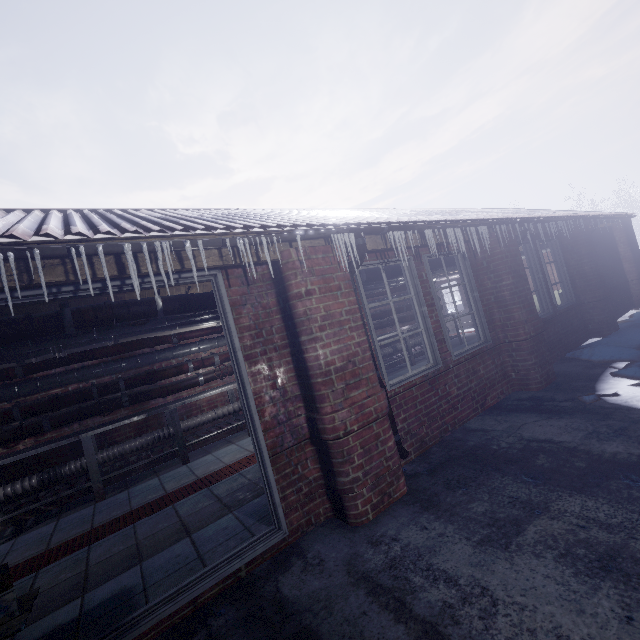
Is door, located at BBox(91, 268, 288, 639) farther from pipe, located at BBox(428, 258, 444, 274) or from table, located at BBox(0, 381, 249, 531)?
table, located at BBox(0, 381, 249, 531)

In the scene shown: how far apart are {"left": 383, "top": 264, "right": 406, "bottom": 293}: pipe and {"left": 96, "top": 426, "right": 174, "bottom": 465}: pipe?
1.4 meters

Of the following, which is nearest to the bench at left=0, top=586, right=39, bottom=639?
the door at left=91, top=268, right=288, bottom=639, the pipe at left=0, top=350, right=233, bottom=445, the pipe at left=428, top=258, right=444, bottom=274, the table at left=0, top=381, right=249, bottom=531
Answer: the door at left=91, top=268, right=288, bottom=639

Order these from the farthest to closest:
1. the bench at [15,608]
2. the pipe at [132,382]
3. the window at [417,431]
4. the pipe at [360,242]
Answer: the pipe at [132,382], the window at [417,431], the pipe at [360,242], the bench at [15,608]

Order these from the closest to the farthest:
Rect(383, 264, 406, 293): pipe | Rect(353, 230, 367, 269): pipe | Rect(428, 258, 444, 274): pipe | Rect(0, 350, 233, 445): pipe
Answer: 1. Rect(353, 230, 367, 269): pipe
2. Rect(0, 350, 233, 445): pipe
3. Rect(383, 264, 406, 293): pipe
4. Rect(428, 258, 444, 274): pipe

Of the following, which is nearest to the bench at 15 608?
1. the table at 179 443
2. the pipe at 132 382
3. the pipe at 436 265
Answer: the pipe at 436 265

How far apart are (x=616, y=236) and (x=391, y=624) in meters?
10.3
